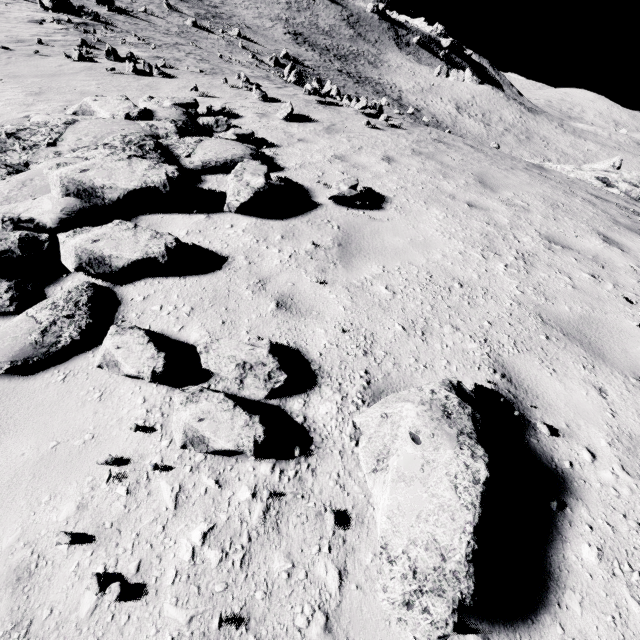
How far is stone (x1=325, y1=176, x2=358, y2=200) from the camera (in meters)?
4.69

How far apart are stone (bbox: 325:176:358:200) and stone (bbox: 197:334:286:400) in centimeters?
289cm

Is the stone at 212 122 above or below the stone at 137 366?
below

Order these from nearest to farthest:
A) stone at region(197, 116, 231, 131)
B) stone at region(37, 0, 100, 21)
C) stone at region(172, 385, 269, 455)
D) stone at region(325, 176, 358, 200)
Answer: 1. stone at region(172, 385, 269, 455)
2. stone at region(325, 176, 358, 200)
3. stone at region(197, 116, 231, 131)
4. stone at region(37, 0, 100, 21)

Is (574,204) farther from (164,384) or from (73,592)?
(73,592)

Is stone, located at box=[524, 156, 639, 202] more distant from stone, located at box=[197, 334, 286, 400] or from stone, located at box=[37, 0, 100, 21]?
stone, located at box=[37, 0, 100, 21]

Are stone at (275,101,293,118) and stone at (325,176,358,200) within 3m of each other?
no

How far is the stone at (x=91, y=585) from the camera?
1.58m
